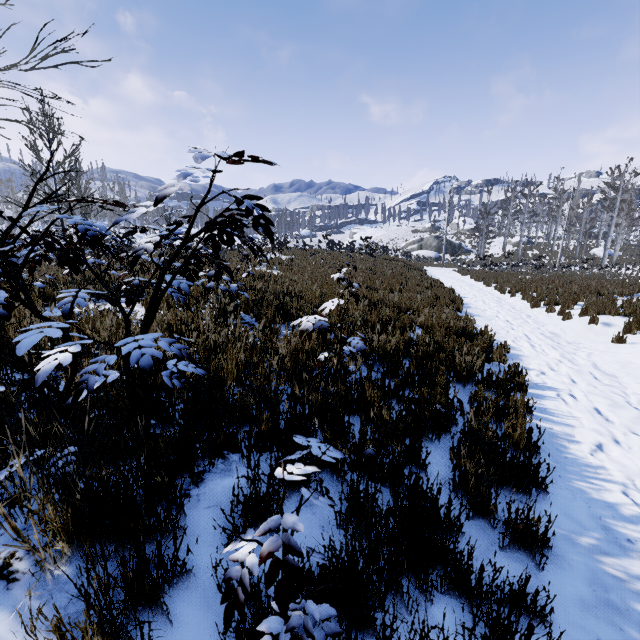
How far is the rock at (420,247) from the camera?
45.1m

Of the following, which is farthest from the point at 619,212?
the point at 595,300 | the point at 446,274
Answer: the point at 595,300

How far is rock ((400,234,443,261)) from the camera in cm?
4512
